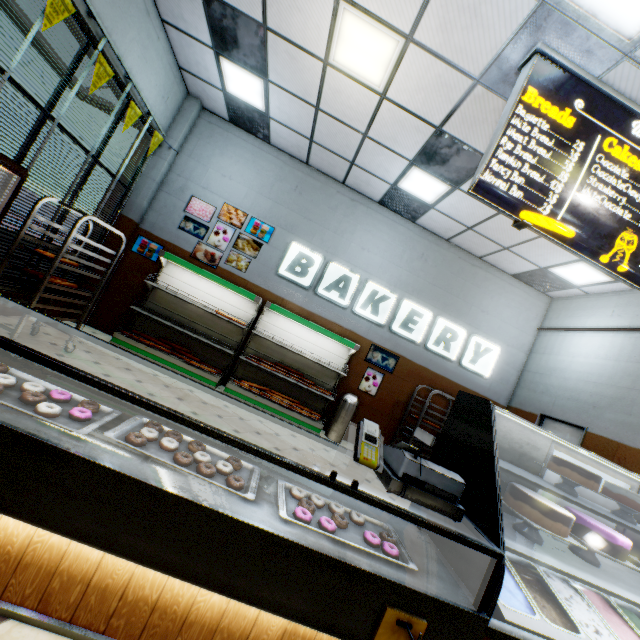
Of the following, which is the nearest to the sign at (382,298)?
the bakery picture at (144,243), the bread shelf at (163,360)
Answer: the bread shelf at (163,360)

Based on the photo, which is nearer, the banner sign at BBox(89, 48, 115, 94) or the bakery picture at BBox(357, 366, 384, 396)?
the banner sign at BBox(89, 48, 115, 94)

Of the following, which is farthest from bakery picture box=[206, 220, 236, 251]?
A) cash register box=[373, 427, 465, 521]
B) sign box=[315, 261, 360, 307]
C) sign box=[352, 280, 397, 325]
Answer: cash register box=[373, 427, 465, 521]

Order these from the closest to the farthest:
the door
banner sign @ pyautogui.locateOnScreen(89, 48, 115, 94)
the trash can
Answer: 1. banner sign @ pyautogui.locateOnScreen(89, 48, 115, 94)
2. the door
3. the trash can

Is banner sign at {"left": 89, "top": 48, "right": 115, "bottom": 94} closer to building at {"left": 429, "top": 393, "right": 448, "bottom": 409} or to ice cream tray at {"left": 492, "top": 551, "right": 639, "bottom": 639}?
building at {"left": 429, "top": 393, "right": 448, "bottom": 409}

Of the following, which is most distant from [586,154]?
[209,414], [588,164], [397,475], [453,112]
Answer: [209,414]

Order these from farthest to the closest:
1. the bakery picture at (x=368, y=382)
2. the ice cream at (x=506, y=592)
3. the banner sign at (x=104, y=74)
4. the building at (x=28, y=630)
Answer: the bakery picture at (x=368, y=382) → the banner sign at (x=104, y=74) → the ice cream at (x=506, y=592) → the building at (x=28, y=630)

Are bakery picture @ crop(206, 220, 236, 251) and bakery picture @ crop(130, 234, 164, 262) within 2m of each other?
yes
